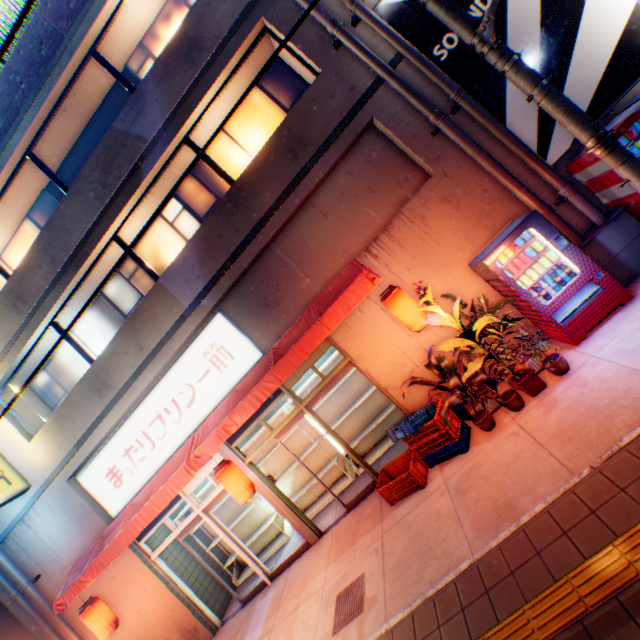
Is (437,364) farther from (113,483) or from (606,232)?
(113,483)

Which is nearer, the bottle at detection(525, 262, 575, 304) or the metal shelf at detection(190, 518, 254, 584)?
the bottle at detection(525, 262, 575, 304)

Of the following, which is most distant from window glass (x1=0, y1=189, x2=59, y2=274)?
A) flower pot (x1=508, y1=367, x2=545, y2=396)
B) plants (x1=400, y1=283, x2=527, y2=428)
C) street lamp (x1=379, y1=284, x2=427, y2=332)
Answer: flower pot (x1=508, y1=367, x2=545, y2=396)

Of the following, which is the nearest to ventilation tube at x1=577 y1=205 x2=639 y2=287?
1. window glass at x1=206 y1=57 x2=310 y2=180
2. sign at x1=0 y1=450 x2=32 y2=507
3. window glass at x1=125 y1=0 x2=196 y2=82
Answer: window glass at x1=206 y1=57 x2=310 y2=180

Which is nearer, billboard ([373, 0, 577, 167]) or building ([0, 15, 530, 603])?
billboard ([373, 0, 577, 167])

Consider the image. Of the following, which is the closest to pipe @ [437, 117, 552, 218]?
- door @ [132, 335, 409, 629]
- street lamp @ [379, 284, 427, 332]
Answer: street lamp @ [379, 284, 427, 332]

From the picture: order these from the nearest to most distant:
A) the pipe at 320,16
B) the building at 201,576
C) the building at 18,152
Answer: the pipe at 320,16, the building at 18,152, the building at 201,576

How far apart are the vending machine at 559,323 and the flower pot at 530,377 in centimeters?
76cm
